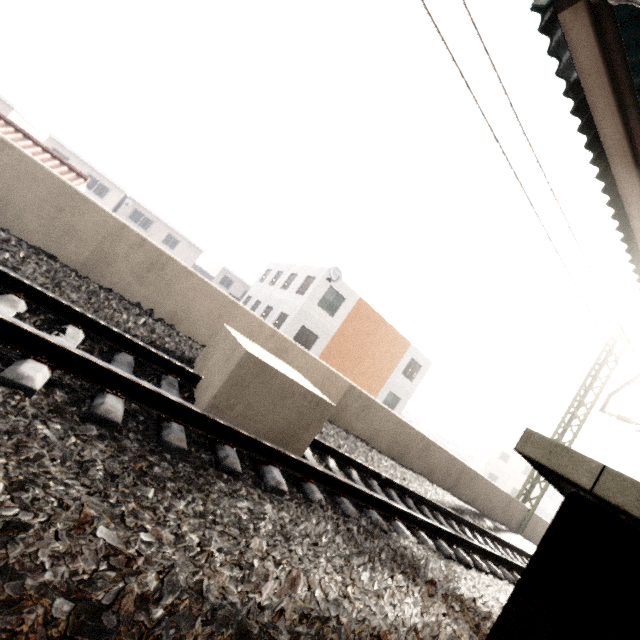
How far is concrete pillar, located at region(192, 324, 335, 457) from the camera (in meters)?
3.27

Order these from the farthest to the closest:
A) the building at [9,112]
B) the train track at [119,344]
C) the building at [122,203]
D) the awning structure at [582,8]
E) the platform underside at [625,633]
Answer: the building at [122,203] < the building at [9,112] < the awning structure at [582,8] < the train track at [119,344] < the platform underside at [625,633]

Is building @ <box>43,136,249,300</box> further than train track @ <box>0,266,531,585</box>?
Yes

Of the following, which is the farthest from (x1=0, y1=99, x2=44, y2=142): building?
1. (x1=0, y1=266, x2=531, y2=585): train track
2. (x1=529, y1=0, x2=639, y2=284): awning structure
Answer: (x1=529, y1=0, x2=639, y2=284): awning structure

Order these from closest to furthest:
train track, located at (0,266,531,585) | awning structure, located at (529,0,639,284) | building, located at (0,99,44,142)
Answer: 1. train track, located at (0,266,531,585)
2. awning structure, located at (529,0,639,284)
3. building, located at (0,99,44,142)

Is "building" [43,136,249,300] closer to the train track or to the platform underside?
the train track

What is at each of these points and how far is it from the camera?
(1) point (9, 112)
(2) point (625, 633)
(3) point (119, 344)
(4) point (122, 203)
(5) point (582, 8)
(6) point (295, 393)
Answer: (1) building, 29.6 meters
(2) platform underside, 0.9 meters
(3) train track, 3.3 meters
(4) building, 37.6 meters
(5) awning structure, 3.2 meters
(6) concrete pillar, 3.6 meters

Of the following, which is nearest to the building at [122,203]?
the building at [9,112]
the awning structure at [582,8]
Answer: the building at [9,112]
